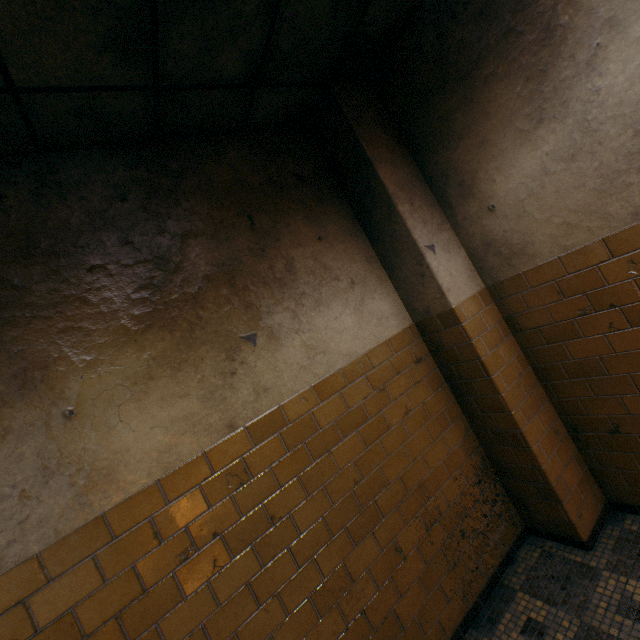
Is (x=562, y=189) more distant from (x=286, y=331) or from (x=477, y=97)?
(x=286, y=331)

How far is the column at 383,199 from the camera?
2.39m

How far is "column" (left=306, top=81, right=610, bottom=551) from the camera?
2.4 meters
